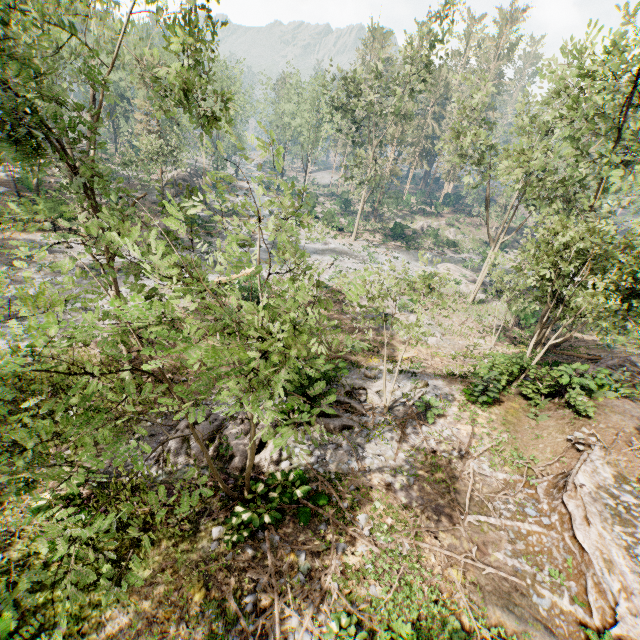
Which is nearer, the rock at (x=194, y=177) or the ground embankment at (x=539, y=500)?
the ground embankment at (x=539, y=500)

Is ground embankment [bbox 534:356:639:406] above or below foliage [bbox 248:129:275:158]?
below

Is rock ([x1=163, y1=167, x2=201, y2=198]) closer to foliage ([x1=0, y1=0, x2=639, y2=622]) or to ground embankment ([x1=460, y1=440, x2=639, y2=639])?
foliage ([x1=0, y1=0, x2=639, y2=622])

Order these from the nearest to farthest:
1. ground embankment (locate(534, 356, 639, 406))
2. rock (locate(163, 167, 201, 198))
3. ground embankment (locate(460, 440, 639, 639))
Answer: ground embankment (locate(460, 440, 639, 639)) → ground embankment (locate(534, 356, 639, 406)) → rock (locate(163, 167, 201, 198))

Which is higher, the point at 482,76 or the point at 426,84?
the point at 426,84

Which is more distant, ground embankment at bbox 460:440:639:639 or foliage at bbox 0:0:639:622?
ground embankment at bbox 460:440:639:639

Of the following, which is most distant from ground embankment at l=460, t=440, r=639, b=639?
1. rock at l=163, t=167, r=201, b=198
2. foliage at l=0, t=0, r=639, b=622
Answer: rock at l=163, t=167, r=201, b=198

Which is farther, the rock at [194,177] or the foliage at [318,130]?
the rock at [194,177]
